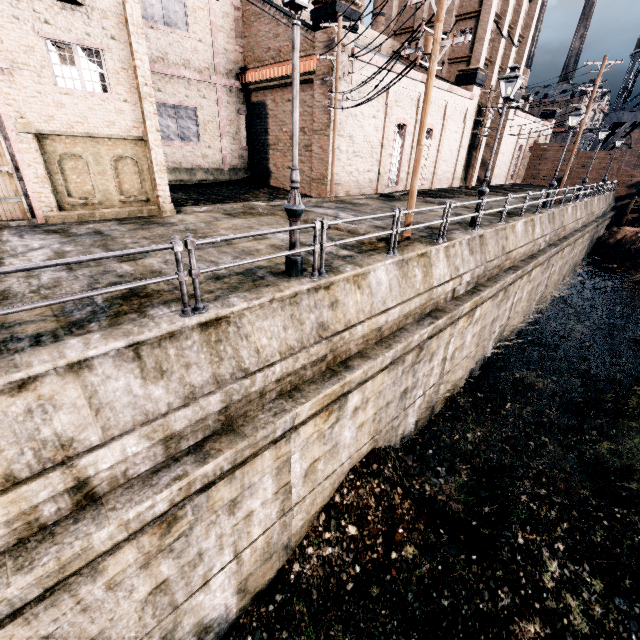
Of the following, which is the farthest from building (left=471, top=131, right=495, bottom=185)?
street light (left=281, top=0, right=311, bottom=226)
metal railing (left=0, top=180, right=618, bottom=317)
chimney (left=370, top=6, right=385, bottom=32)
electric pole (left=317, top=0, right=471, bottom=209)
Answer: street light (left=281, top=0, right=311, bottom=226)

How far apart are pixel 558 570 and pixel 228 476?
9.6 meters

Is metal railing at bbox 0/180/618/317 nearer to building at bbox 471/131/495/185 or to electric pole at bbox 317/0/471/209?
electric pole at bbox 317/0/471/209

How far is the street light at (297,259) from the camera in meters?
7.4 m

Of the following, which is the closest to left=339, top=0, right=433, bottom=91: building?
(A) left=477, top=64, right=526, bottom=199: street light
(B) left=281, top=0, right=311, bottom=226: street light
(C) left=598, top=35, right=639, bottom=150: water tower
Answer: (C) left=598, top=35, right=639, bottom=150: water tower

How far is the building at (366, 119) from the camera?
21.6m

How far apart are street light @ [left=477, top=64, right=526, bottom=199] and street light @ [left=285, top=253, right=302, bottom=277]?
10.0 meters

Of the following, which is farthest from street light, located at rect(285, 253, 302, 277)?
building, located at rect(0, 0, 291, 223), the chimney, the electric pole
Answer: the chimney
